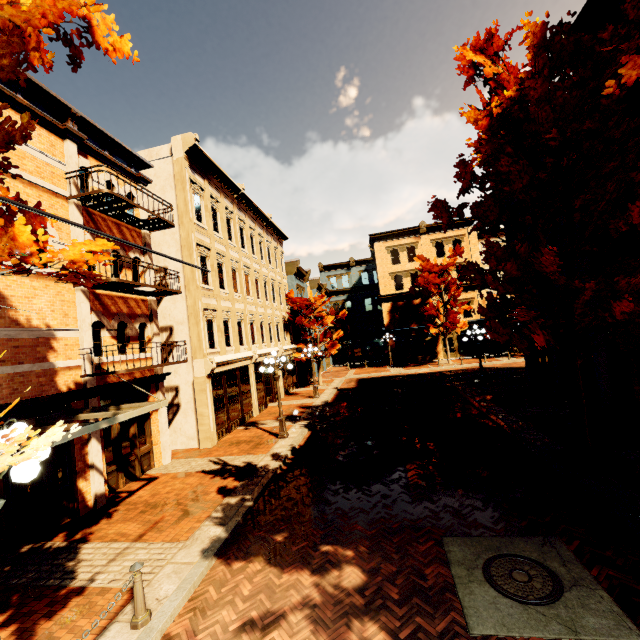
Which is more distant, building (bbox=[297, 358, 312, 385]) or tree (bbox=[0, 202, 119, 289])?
building (bbox=[297, 358, 312, 385])

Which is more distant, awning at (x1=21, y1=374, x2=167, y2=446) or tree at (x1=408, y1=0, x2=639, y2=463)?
tree at (x1=408, y1=0, x2=639, y2=463)

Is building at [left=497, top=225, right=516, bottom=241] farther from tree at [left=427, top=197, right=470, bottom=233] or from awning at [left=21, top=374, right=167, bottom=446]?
awning at [left=21, top=374, right=167, bottom=446]

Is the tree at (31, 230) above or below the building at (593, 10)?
below

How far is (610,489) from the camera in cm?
693

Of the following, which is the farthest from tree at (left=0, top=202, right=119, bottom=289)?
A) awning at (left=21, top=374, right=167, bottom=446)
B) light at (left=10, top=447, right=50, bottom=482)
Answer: awning at (left=21, top=374, right=167, bottom=446)

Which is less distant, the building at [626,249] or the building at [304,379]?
the building at [626,249]

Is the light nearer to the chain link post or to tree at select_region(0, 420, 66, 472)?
tree at select_region(0, 420, 66, 472)
